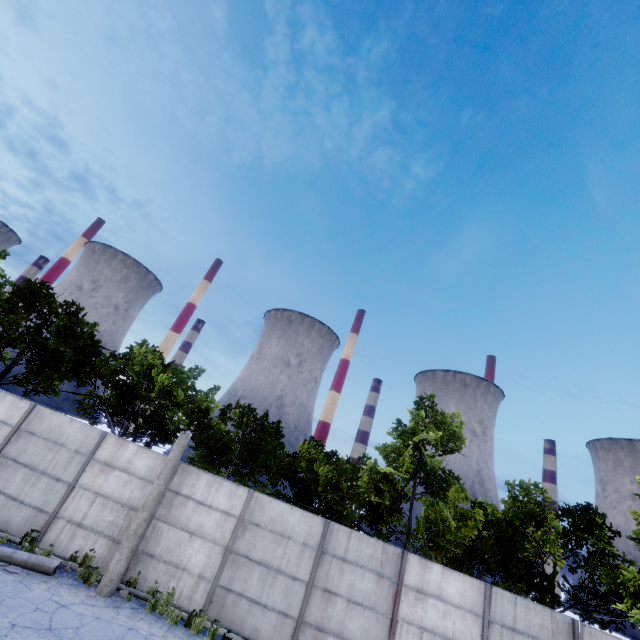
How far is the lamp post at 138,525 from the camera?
9.2m

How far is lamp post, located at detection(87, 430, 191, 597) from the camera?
9.20m

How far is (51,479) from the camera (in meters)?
11.15
